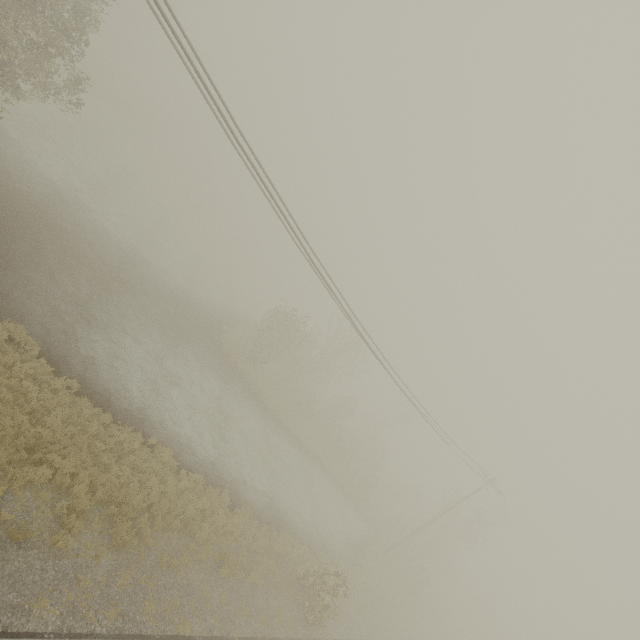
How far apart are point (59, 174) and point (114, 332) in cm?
1378

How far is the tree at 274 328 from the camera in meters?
28.1 m

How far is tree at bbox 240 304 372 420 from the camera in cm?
2808
